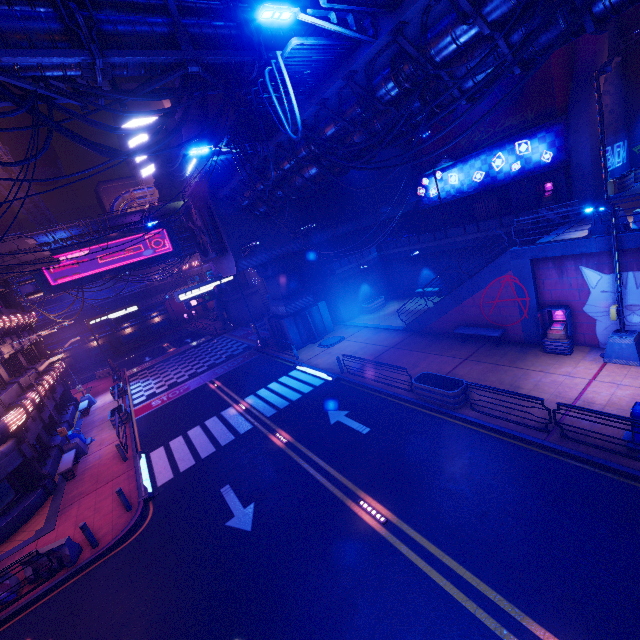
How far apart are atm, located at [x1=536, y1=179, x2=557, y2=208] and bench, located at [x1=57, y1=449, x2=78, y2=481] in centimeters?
3419cm

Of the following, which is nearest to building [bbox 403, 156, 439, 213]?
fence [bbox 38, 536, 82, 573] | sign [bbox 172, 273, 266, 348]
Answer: sign [bbox 172, 273, 266, 348]

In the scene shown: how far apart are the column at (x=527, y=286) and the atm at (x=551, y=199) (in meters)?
Result: 12.93

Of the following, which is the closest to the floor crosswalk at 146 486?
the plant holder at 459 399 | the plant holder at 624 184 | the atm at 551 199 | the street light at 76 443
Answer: the street light at 76 443

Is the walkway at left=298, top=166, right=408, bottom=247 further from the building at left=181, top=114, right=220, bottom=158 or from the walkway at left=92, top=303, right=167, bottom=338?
the walkway at left=92, top=303, right=167, bottom=338

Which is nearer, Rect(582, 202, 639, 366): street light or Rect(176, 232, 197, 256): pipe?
Rect(582, 202, 639, 366): street light

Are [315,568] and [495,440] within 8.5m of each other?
yes

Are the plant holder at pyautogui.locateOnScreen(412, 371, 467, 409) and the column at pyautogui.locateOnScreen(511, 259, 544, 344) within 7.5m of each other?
yes
